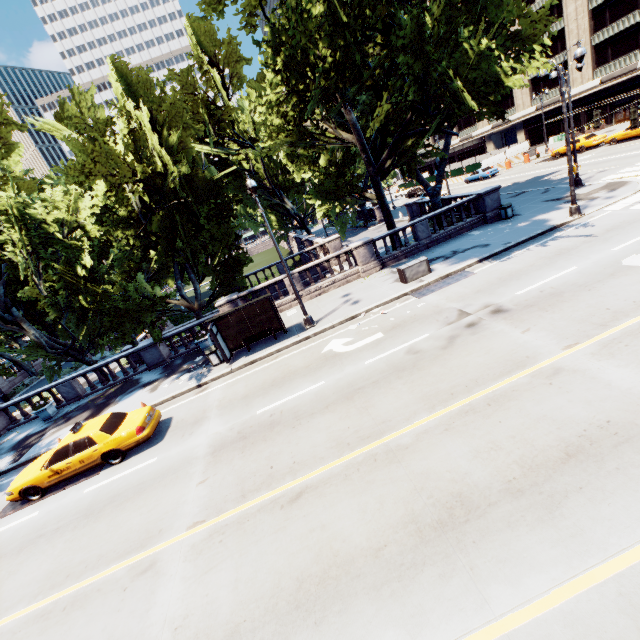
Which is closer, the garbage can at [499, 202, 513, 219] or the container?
the container

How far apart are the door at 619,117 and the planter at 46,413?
66.1m

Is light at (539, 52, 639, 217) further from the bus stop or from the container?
the bus stop

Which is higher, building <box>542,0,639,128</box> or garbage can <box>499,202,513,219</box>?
building <box>542,0,639,128</box>

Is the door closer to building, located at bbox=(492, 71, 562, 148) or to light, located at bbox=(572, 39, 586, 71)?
building, located at bbox=(492, 71, 562, 148)

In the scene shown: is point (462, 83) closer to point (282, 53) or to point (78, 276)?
point (282, 53)

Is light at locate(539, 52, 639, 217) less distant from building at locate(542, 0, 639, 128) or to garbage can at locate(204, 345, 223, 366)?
garbage can at locate(204, 345, 223, 366)

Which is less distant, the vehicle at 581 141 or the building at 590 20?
the vehicle at 581 141
